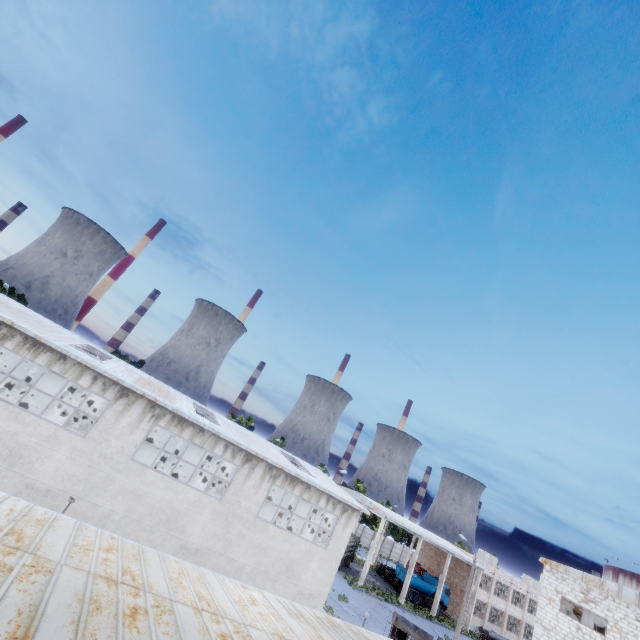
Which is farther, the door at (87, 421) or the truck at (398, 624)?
the door at (87, 421)

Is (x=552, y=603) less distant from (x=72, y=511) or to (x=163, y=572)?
(x=163, y=572)

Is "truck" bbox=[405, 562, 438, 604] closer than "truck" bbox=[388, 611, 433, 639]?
No

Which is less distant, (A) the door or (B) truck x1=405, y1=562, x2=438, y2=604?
(A) the door

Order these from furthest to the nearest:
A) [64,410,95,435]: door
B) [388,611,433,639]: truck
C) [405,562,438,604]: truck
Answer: [405,562,438,604]: truck, [64,410,95,435]: door, [388,611,433,639]: truck

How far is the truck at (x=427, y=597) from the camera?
43.8 meters

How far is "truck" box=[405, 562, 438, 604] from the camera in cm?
4378

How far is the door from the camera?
28.8 meters
